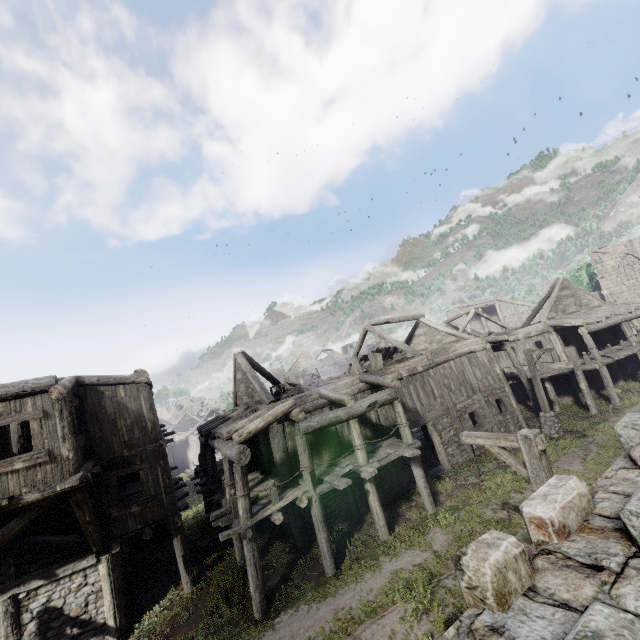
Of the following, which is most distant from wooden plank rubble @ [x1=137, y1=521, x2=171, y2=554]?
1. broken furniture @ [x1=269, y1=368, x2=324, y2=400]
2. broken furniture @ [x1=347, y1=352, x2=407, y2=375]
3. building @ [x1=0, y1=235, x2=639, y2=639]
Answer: broken furniture @ [x1=347, y1=352, x2=407, y2=375]

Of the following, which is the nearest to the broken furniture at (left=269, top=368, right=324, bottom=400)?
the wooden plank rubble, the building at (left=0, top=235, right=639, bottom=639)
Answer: the building at (left=0, top=235, right=639, bottom=639)

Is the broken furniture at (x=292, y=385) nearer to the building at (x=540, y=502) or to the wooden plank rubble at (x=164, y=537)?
the building at (x=540, y=502)

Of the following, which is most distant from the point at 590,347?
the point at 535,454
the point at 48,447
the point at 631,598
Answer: the point at 48,447

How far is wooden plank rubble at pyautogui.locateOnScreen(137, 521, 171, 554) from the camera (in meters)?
18.39

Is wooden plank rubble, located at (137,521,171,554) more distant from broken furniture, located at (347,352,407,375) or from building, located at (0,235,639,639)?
broken furniture, located at (347,352,407,375)

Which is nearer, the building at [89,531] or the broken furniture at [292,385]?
the building at [89,531]
